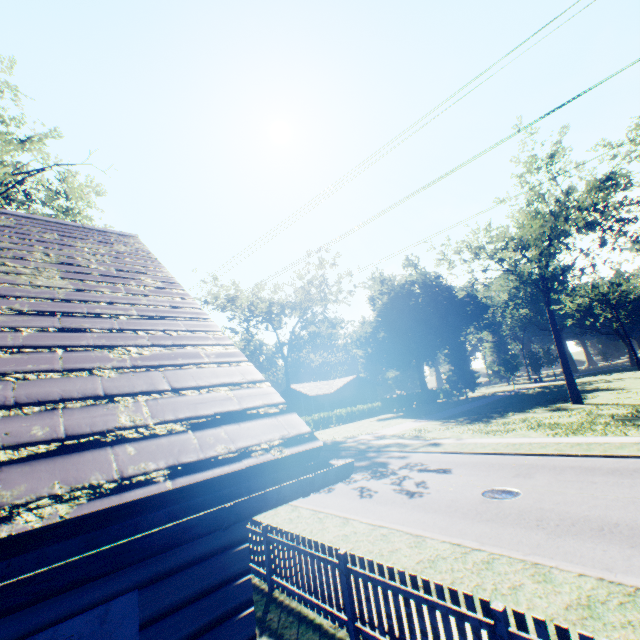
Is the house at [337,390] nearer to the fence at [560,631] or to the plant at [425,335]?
the plant at [425,335]

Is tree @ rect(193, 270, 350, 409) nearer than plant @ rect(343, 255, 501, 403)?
Yes

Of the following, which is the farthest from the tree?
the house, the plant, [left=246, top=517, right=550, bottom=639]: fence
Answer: the plant

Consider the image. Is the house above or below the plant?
below

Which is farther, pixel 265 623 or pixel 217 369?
pixel 265 623

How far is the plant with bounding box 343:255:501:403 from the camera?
51.3 meters

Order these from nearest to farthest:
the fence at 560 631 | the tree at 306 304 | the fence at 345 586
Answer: the fence at 560 631, the fence at 345 586, the tree at 306 304

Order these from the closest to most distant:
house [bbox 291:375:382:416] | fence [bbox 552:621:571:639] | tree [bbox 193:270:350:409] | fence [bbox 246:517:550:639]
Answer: fence [bbox 552:621:571:639] → fence [bbox 246:517:550:639] → tree [bbox 193:270:350:409] → house [bbox 291:375:382:416]
